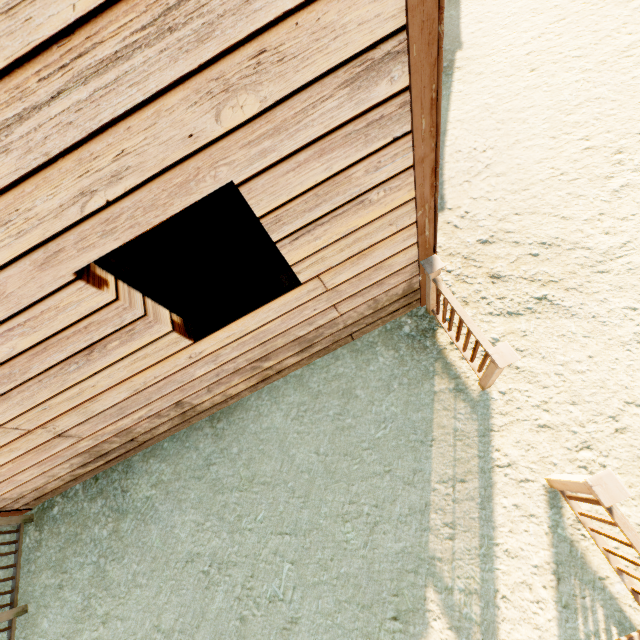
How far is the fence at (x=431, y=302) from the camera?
2.52m

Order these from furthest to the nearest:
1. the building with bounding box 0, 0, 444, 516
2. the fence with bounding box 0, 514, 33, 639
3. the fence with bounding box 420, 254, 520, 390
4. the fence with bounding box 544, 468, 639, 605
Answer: the fence with bounding box 0, 514, 33, 639 < the fence with bounding box 420, 254, 520, 390 < the fence with bounding box 544, 468, 639, 605 < the building with bounding box 0, 0, 444, 516

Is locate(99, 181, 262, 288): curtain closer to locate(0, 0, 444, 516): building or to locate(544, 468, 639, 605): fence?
locate(0, 0, 444, 516): building

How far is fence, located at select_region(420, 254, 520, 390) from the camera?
2.52m

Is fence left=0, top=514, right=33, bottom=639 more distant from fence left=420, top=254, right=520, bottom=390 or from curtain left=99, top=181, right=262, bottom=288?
curtain left=99, top=181, right=262, bottom=288

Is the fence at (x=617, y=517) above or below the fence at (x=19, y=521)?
above

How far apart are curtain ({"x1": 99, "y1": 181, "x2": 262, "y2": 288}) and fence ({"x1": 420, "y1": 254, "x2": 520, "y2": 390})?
1.6m

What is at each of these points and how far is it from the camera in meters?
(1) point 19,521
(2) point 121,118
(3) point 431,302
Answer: (1) fence, 4.2 m
(2) building, 1.4 m
(3) fence, 3.6 m
